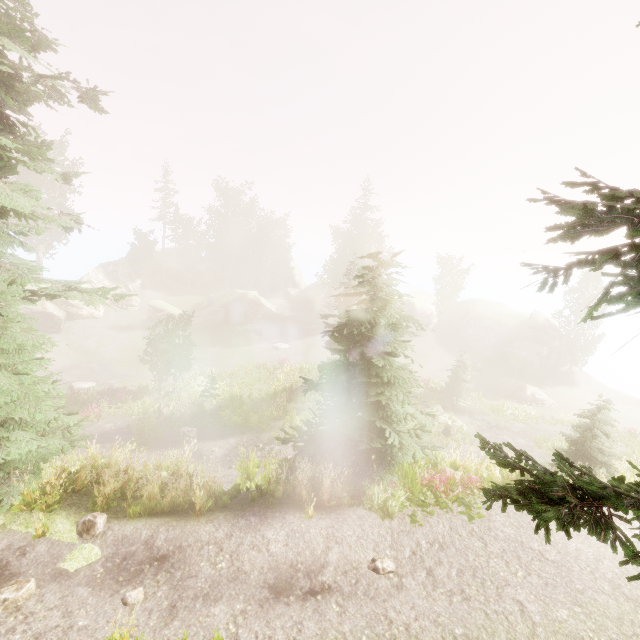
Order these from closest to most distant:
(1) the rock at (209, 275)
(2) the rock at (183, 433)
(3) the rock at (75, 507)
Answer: (3) the rock at (75, 507) → (2) the rock at (183, 433) → (1) the rock at (209, 275)

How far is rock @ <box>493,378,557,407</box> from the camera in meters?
31.9

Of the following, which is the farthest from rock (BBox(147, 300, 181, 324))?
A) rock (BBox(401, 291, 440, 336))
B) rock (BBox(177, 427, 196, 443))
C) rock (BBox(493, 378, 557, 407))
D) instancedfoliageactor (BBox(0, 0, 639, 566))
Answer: rock (BBox(493, 378, 557, 407))

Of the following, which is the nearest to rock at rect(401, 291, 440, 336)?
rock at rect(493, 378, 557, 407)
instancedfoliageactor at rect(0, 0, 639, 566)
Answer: instancedfoliageactor at rect(0, 0, 639, 566)

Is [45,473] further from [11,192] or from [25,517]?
[11,192]

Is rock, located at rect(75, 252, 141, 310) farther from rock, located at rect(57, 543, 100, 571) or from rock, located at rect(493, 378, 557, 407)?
rock, located at rect(57, 543, 100, 571)

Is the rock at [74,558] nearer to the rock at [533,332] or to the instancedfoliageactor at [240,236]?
the instancedfoliageactor at [240,236]

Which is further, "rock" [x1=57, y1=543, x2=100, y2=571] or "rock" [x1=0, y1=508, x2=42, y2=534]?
"rock" [x1=0, y1=508, x2=42, y2=534]
